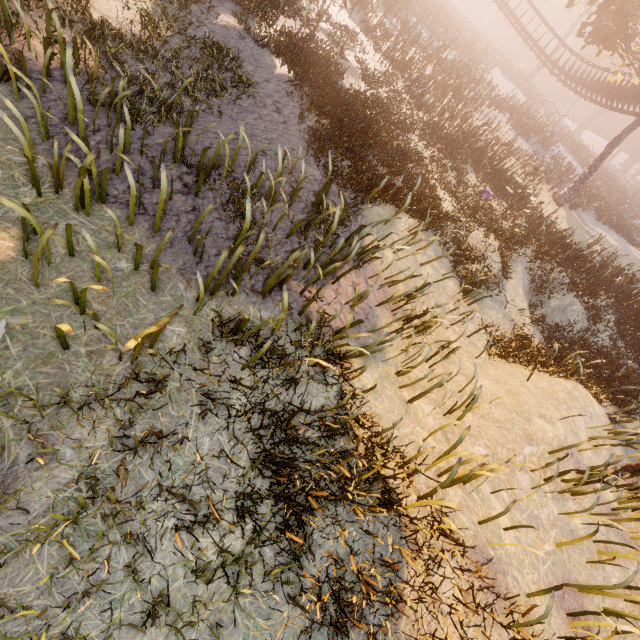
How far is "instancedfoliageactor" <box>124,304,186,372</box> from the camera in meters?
3.2 m

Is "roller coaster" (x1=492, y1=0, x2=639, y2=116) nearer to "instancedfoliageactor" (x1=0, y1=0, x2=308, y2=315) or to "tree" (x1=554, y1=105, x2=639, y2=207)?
"tree" (x1=554, y1=105, x2=639, y2=207)

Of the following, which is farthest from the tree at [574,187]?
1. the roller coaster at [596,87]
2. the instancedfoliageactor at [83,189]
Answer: the instancedfoliageactor at [83,189]

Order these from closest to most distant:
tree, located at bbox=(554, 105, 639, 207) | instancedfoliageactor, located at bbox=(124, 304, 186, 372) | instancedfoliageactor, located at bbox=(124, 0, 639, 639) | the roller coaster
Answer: instancedfoliageactor, located at bbox=(124, 304, 186, 372), instancedfoliageactor, located at bbox=(124, 0, 639, 639), tree, located at bbox=(554, 105, 639, 207), the roller coaster

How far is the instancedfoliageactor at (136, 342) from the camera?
A: 3.21m

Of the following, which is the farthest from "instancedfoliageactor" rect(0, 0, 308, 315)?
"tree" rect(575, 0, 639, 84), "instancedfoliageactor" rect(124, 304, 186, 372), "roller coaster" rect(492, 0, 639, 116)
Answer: "tree" rect(575, 0, 639, 84)

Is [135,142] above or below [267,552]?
above
